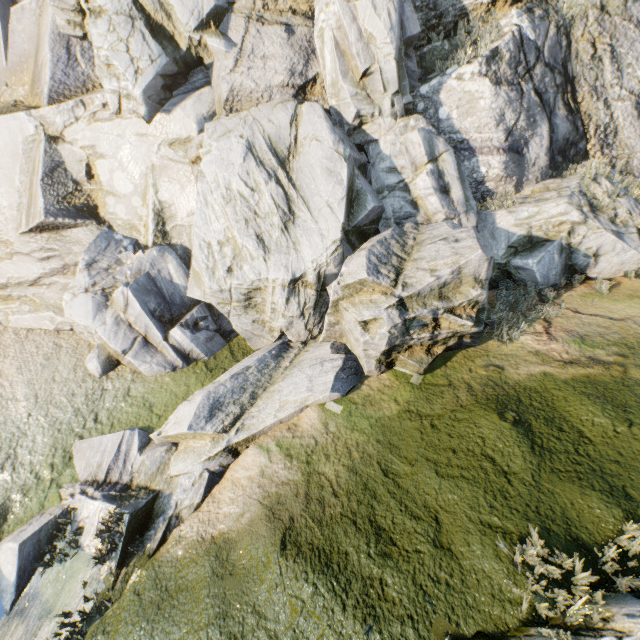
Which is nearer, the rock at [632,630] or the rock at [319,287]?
the rock at [632,630]

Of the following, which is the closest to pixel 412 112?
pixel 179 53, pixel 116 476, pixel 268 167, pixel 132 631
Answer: pixel 268 167

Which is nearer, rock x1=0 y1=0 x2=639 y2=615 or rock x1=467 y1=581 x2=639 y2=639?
rock x1=467 y1=581 x2=639 y2=639
